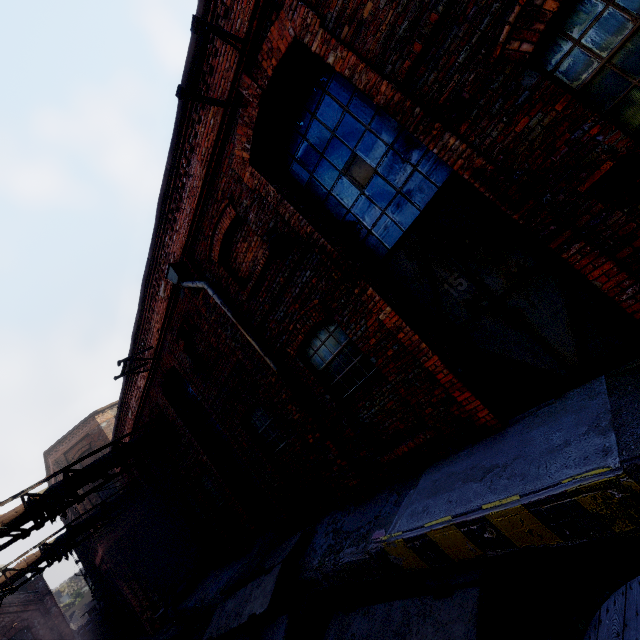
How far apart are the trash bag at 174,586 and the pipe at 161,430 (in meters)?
7.06

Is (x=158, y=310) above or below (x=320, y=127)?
above

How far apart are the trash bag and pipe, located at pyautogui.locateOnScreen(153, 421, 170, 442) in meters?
7.1

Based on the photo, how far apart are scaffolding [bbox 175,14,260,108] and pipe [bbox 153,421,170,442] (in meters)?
10.43

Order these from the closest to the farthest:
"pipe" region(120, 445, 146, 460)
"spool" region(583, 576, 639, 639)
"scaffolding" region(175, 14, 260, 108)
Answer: "spool" region(583, 576, 639, 639) → "scaffolding" region(175, 14, 260, 108) → "pipe" region(120, 445, 146, 460)

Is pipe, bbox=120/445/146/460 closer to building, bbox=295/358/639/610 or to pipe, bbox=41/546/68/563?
building, bbox=295/358/639/610

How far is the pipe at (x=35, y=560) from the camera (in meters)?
12.76

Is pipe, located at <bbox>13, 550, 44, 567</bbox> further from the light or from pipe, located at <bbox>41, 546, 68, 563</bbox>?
the light
